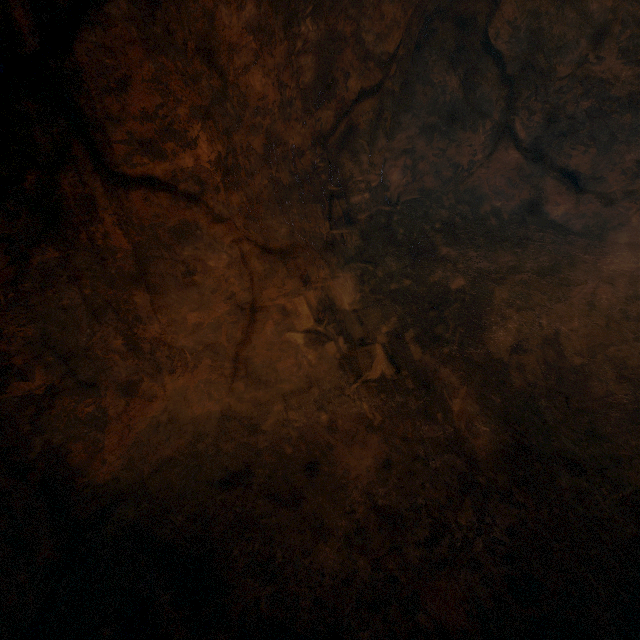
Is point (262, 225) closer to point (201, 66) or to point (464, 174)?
point (201, 66)
